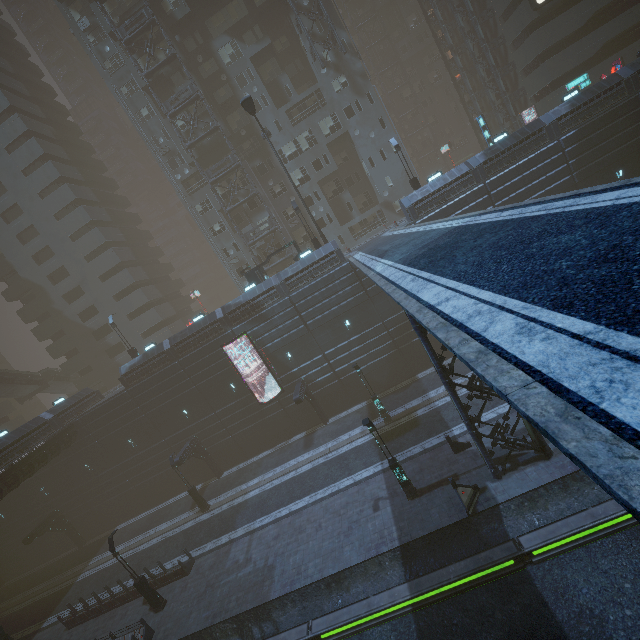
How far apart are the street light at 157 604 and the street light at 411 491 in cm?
1674

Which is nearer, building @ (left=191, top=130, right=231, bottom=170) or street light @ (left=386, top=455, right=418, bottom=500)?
street light @ (left=386, top=455, right=418, bottom=500)

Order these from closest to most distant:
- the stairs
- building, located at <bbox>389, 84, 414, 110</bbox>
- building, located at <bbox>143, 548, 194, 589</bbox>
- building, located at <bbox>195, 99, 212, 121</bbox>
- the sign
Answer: building, located at <bbox>143, 548, 194, 589</bbox>
the sign
building, located at <bbox>195, 99, 212, 121</bbox>
the stairs
building, located at <bbox>389, 84, 414, 110</bbox>

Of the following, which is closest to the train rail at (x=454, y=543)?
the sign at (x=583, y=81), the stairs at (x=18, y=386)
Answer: the sign at (x=583, y=81)

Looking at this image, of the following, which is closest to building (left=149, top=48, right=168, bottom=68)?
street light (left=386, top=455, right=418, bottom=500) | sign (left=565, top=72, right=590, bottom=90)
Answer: sign (left=565, top=72, right=590, bottom=90)

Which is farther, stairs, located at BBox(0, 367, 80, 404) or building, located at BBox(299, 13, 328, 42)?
stairs, located at BBox(0, 367, 80, 404)

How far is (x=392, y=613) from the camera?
13.87m

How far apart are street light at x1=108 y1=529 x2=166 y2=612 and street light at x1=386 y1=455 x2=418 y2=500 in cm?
1674
